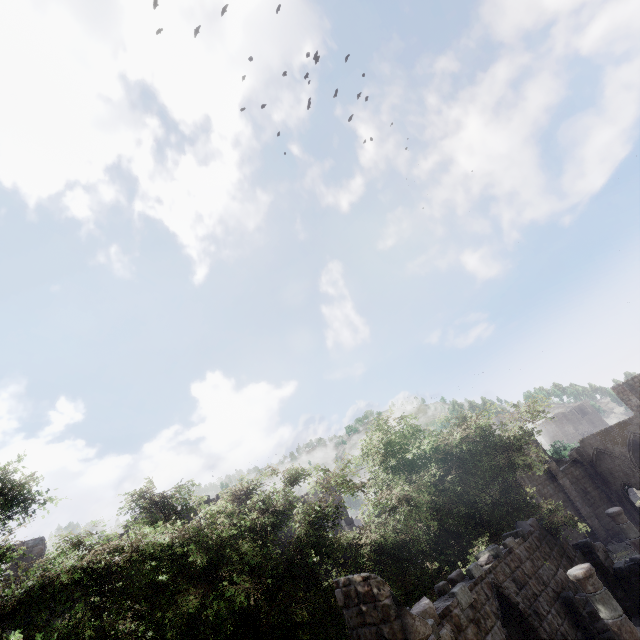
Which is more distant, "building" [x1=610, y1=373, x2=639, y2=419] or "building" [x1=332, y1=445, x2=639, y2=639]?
"building" [x1=610, y1=373, x2=639, y2=419]

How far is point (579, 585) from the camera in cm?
809

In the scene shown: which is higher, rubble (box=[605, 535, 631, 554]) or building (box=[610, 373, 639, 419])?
building (box=[610, 373, 639, 419])

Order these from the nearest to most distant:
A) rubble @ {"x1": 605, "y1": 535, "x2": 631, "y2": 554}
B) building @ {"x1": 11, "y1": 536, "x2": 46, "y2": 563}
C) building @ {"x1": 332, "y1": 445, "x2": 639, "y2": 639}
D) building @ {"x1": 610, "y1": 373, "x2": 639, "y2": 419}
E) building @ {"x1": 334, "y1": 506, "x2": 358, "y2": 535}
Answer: building @ {"x1": 332, "y1": 445, "x2": 639, "y2": 639} < building @ {"x1": 11, "y1": 536, "x2": 46, "y2": 563} < building @ {"x1": 334, "y1": 506, "x2": 358, "y2": 535} < rubble @ {"x1": 605, "y1": 535, "x2": 631, "y2": 554} < building @ {"x1": 610, "y1": 373, "x2": 639, "y2": 419}

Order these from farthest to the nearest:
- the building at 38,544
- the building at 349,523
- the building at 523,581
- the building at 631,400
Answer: the building at 631,400 → the building at 349,523 → the building at 38,544 → the building at 523,581

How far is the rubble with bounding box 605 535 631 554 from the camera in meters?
31.1 m

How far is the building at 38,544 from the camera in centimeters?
1445cm
